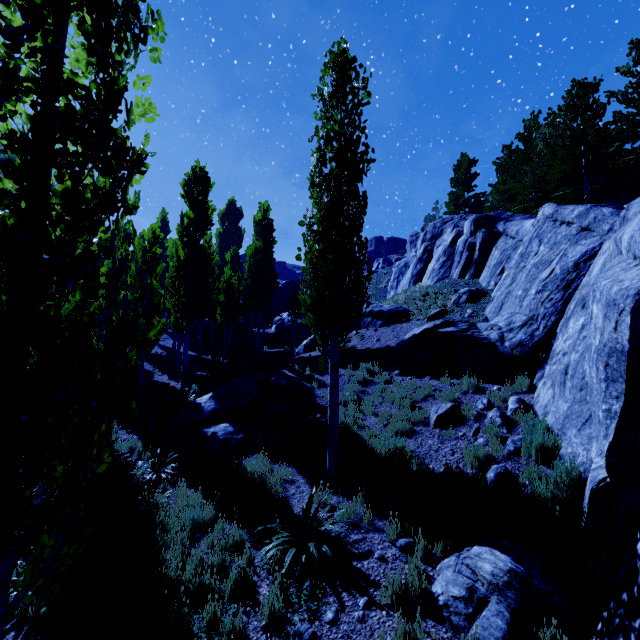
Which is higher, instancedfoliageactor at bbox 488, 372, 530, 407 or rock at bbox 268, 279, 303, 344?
rock at bbox 268, 279, 303, 344

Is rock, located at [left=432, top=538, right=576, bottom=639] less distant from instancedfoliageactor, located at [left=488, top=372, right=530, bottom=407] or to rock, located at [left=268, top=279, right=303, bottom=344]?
instancedfoliageactor, located at [left=488, top=372, right=530, bottom=407]

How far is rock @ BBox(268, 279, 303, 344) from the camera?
31.50m

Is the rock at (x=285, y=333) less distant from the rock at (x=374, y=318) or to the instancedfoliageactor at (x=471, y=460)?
the instancedfoliageactor at (x=471, y=460)

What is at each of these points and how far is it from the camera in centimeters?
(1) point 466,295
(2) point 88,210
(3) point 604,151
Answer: (1) rock, 1672cm
(2) instancedfoliageactor, 212cm
(3) instancedfoliageactor, 1788cm

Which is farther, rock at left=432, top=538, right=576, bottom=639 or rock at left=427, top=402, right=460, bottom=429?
rock at left=427, top=402, right=460, bottom=429

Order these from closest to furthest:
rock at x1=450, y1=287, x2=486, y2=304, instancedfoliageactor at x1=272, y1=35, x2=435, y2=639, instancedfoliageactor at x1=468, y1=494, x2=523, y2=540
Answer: instancedfoliageactor at x1=468, y1=494, x2=523, y2=540 → instancedfoliageactor at x1=272, y1=35, x2=435, y2=639 → rock at x1=450, y1=287, x2=486, y2=304
